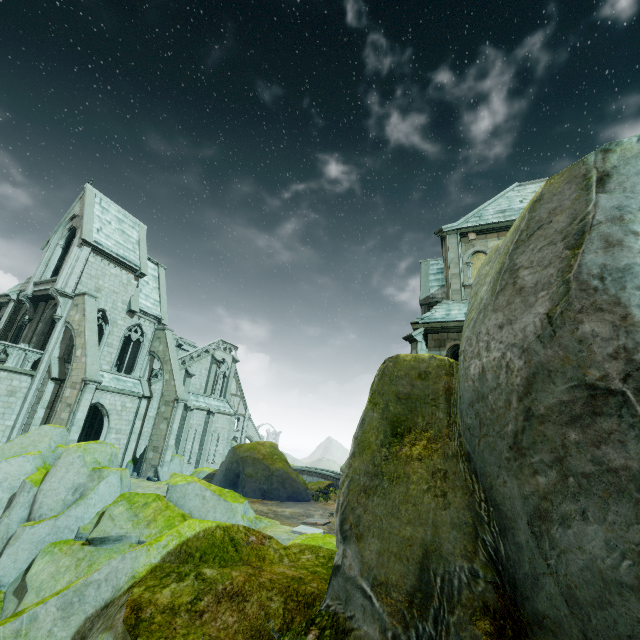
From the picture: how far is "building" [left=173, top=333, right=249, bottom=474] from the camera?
30.84m

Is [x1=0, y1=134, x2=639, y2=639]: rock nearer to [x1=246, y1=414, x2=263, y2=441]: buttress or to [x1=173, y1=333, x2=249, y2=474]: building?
[x1=173, y1=333, x2=249, y2=474]: building

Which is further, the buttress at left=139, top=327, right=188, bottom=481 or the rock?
the buttress at left=139, top=327, right=188, bottom=481

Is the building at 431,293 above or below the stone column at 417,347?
above

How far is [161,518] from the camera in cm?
1227

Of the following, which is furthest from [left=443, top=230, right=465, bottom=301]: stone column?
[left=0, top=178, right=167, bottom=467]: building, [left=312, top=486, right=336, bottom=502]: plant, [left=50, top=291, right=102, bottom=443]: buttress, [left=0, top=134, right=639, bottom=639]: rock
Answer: [left=50, top=291, right=102, bottom=443]: buttress

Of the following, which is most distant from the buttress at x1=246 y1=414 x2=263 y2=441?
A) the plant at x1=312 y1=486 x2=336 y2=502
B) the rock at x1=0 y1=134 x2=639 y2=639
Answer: the rock at x1=0 y1=134 x2=639 y2=639

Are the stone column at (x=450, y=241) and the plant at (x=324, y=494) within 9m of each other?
no
